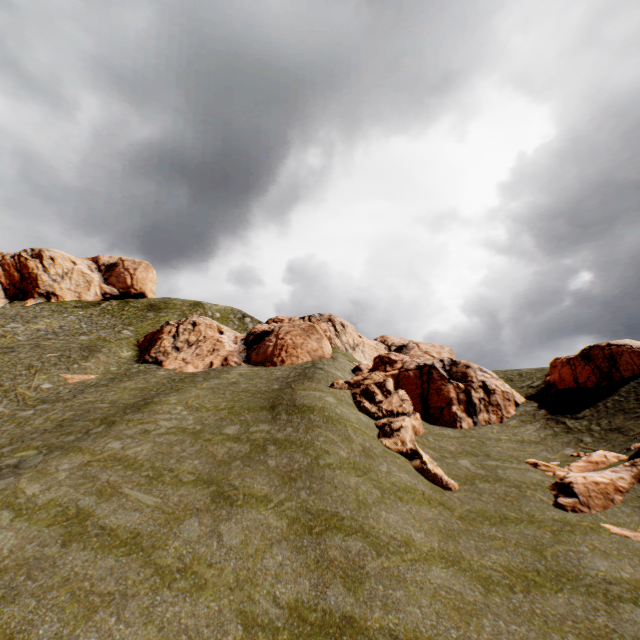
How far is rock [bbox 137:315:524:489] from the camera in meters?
20.5 m

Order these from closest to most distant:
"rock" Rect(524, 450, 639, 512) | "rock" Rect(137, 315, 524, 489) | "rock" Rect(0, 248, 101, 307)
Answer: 1. "rock" Rect(524, 450, 639, 512)
2. "rock" Rect(137, 315, 524, 489)
3. "rock" Rect(0, 248, 101, 307)

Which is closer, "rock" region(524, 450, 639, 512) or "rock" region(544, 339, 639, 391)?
"rock" region(524, 450, 639, 512)

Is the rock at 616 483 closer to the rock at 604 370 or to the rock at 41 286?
the rock at 604 370

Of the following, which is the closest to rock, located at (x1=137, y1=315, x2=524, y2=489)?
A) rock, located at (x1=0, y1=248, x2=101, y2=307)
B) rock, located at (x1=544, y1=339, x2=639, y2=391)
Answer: rock, located at (x1=544, y1=339, x2=639, y2=391)

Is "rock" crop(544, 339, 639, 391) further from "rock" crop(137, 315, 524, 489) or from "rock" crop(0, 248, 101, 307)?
"rock" crop(0, 248, 101, 307)

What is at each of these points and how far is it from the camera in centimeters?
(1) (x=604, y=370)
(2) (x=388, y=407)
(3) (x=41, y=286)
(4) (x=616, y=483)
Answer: (1) rock, 2408cm
(2) rock, 2100cm
(3) rock, 5556cm
(4) rock, 1377cm
